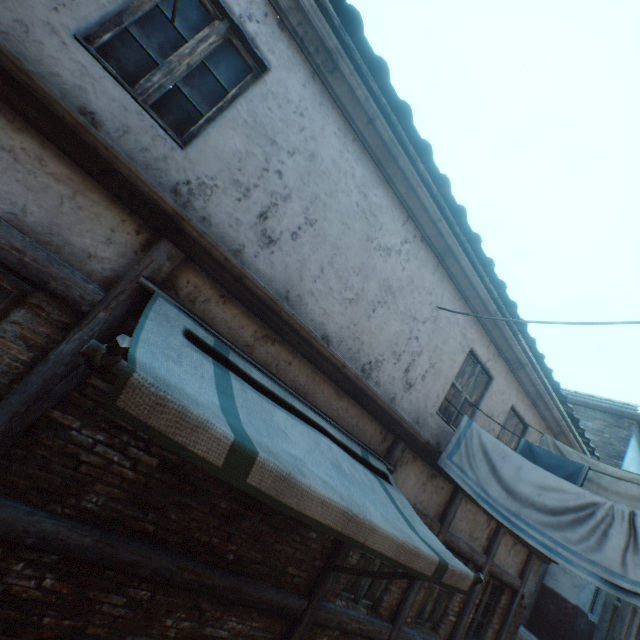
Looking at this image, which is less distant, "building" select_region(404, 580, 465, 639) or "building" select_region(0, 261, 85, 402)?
"building" select_region(0, 261, 85, 402)

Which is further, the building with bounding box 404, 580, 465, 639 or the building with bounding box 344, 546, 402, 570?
the building with bounding box 404, 580, 465, 639

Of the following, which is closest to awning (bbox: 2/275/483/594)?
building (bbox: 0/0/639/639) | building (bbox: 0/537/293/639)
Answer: building (bbox: 0/0/639/639)

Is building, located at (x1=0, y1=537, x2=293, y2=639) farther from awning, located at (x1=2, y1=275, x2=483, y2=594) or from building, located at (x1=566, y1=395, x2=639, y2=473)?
building, located at (x1=566, y1=395, x2=639, y2=473)

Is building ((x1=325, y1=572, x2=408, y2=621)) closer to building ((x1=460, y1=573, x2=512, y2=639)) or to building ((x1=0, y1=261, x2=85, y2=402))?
building ((x1=460, y1=573, x2=512, y2=639))

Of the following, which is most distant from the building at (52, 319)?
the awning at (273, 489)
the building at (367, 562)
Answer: the building at (367, 562)

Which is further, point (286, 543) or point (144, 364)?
point (286, 543)

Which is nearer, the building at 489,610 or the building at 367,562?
the building at 367,562
